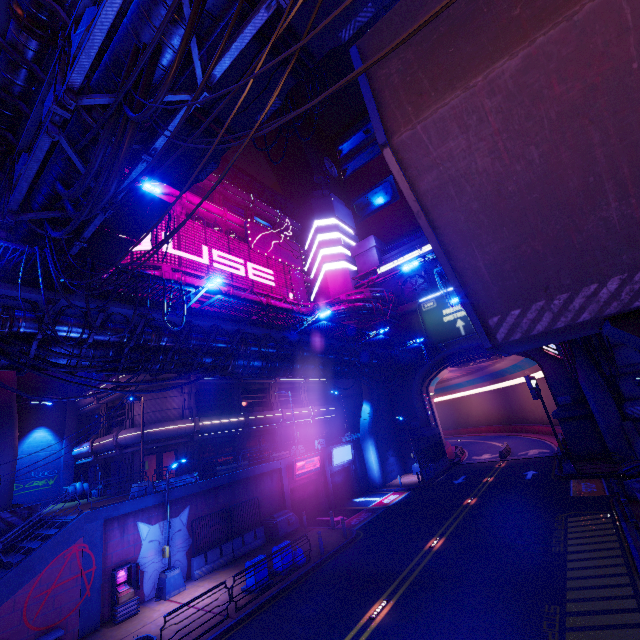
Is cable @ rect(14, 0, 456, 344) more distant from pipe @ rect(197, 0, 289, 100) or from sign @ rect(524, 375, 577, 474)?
sign @ rect(524, 375, 577, 474)

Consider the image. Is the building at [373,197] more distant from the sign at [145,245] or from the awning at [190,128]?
the awning at [190,128]

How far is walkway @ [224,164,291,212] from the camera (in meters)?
50.48

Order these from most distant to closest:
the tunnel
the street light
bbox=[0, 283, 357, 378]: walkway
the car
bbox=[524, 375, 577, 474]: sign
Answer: the tunnel, bbox=[524, 375, 577, 474]: sign, the car, the street light, bbox=[0, 283, 357, 378]: walkway

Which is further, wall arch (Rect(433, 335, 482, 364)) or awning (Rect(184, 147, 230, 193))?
wall arch (Rect(433, 335, 482, 364))

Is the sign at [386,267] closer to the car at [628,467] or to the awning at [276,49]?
the car at [628,467]

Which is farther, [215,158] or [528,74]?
[215,158]

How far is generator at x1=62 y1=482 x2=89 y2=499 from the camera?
27.4m
